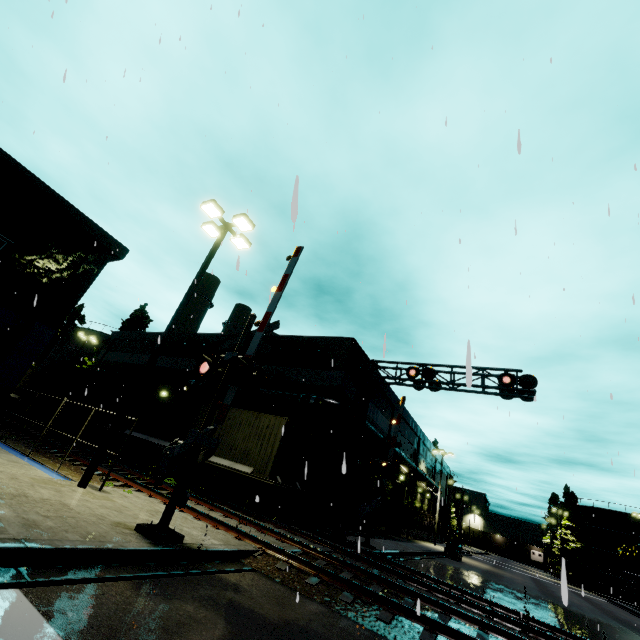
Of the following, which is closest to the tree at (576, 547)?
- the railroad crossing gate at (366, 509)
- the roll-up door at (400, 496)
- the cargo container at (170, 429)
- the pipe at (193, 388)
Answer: the pipe at (193, 388)

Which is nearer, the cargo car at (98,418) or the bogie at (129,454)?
the bogie at (129,454)

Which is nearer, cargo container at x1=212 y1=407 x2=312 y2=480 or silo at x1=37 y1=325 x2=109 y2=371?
cargo container at x1=212 y1=407 x2=312 y2=480

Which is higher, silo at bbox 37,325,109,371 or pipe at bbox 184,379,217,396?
silo at bbox 37,325,109,371

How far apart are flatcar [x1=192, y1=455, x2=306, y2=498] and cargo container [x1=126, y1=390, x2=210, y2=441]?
0.0m

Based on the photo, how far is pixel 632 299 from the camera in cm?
484

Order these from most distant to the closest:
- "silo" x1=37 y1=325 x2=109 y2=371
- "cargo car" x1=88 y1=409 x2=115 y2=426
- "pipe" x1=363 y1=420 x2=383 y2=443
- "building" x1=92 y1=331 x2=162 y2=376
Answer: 1. "silo" x1=37 y1=325 x2=109 y2=371
2. "building" x1=92 y1=331 x2=162 y2=376
3. "cargo car" x1=88 y1=409 x2=115 y2=426
4. "pipe" x1=363 y1=420 x2=383 y2=443

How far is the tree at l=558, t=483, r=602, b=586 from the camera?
49.7 meters
